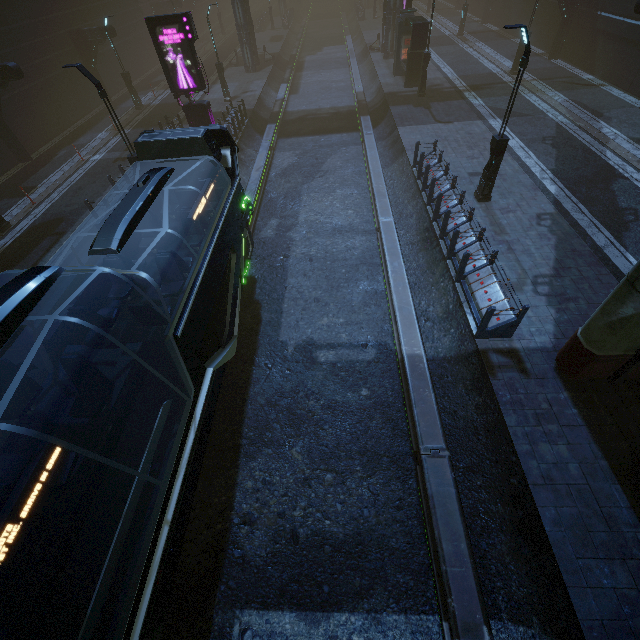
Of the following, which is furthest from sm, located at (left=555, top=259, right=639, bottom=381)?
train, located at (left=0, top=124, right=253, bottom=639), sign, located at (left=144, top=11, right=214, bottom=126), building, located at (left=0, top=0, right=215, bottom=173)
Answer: sign, located at (left=144, top=11, right=214, bottom=126)

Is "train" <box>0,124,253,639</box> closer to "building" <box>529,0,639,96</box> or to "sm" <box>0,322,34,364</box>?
"building" <box>529,0,639,96</box>

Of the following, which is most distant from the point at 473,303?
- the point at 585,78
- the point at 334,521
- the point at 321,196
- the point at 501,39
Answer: the point at 501,39

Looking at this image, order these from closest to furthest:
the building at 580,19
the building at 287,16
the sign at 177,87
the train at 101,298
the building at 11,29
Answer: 1. the train at 101,298
2. the sign at 177,87
3. the building at 580,19
4. the building at 11,29
5. the building at 287,16

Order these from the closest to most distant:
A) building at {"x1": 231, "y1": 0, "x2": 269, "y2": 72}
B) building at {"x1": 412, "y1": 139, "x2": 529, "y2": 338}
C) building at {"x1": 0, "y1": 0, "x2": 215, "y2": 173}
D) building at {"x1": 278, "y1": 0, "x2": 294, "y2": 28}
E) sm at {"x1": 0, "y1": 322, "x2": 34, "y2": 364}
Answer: sm at {"x1": 0, "y1": 322, "x2": 34, "y2": 364}
building at {"x1": 412, "y1": 139, "x2": 529, "y2": 338}
building at {"x1": 0, "y1": 0, "x2": 215, "y2": 173}
building at {"x1": 231, "y1": 0, "x2": 269, "y2": 72}
building at {"x1": 278, "y1": 0, "x2": 294, "y2": 28}

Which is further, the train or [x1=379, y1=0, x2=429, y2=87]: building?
[x1=379, y1=0, x2=429, y2=87]: building

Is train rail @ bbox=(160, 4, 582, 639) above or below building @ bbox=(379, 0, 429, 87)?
below

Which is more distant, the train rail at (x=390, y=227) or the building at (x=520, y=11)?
the building at (x=520, y=11)
